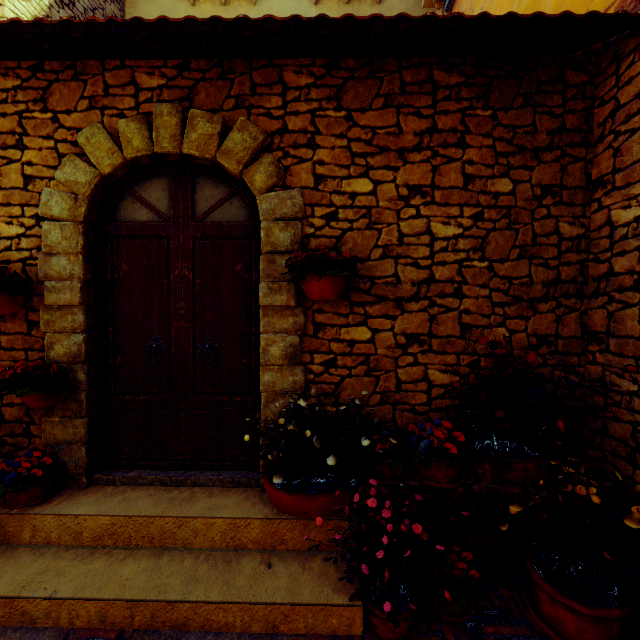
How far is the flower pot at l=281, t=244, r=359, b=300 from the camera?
2.4m

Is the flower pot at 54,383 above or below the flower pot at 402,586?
above

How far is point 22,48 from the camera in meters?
2.7

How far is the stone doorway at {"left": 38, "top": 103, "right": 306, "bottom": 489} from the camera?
2.66m

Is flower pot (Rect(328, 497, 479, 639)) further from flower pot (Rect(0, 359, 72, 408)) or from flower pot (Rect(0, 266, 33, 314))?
flower pot (Rect(0, 266, 33, 314))

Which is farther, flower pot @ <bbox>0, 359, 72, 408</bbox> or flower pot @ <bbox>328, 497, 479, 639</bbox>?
flower pot @ <bbox>0, 359, 72, 408</bbox>

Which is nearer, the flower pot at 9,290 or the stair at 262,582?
the stair at 262,582

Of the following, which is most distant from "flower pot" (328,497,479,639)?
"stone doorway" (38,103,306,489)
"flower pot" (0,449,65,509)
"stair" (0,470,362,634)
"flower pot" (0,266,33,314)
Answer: "flower pot" (0,266,33,314)
